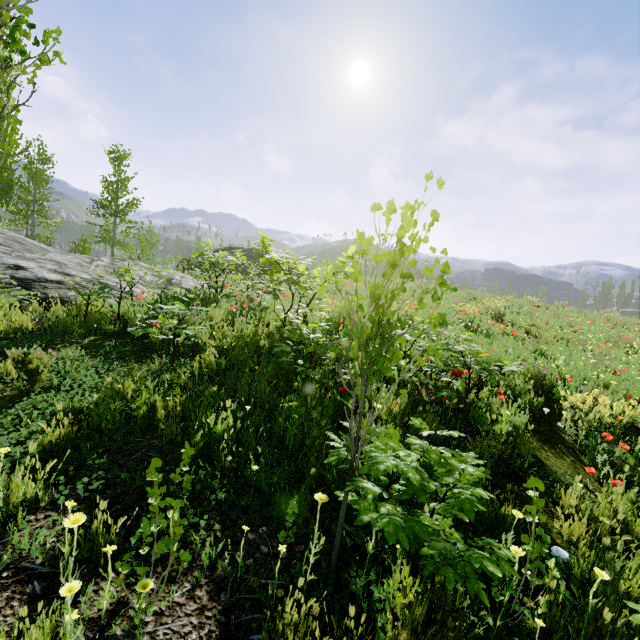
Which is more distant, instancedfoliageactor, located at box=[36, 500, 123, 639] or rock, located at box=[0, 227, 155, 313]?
rock, located at box=[0, 227, 155, 313]

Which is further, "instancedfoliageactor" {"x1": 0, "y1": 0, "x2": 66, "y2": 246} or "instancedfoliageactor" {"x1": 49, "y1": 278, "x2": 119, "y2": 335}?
"instancedfoliageactor" {"x1": 49, "y1": 278, "x2": 119, "y2": 335}

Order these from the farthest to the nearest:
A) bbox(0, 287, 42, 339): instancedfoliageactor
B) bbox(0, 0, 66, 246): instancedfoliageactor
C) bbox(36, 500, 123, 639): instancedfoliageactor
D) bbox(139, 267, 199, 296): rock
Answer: bbox(139, 267, 199, 296): rock, bbox(0, 287, 42, 339): instancedfoliageactor, bbox(0, 0, 66, 246): instancedfoliageactor, bbox(36, 500, 123, 639): instancedfoliageactor

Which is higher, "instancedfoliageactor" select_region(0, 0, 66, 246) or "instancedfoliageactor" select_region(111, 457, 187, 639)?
"instancedfoliageactor" select_region(0, 0, 66, 246)

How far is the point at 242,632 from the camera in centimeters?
177cm

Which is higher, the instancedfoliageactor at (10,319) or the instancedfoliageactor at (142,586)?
the instancedfoliageactor at (10,319)

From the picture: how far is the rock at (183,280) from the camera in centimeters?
1211cm
